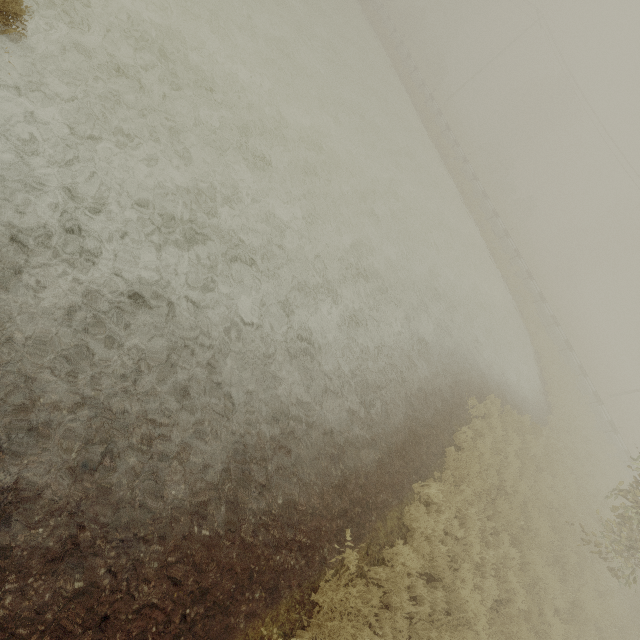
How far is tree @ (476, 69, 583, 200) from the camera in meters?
42.8

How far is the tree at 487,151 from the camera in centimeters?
4278cm

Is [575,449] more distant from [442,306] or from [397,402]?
[397,402]
